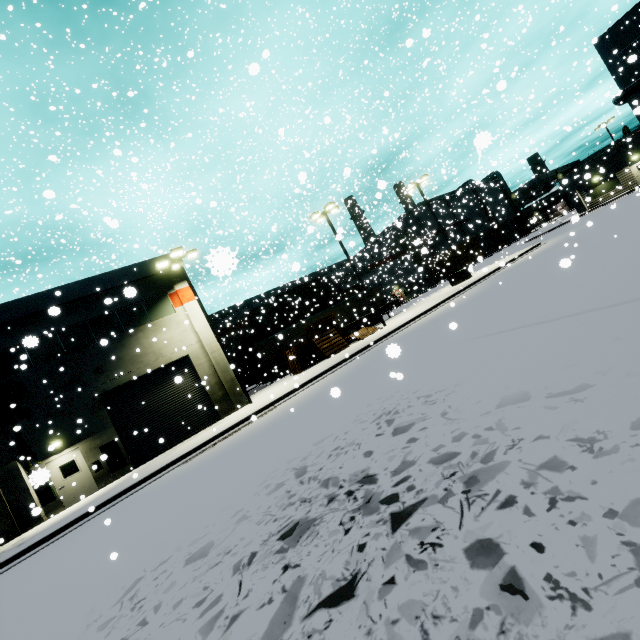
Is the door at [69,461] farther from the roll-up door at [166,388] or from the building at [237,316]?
the roll-up door at [166,388]

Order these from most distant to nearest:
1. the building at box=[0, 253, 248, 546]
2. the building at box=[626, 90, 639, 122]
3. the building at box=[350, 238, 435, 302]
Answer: the building at box=[350, 238, 435, 302], the building at box=[0, 253, 248, 546], the building at box=[626, 90, 639, 122]

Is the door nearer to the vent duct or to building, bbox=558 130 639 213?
building, bbox=558 130 639 213

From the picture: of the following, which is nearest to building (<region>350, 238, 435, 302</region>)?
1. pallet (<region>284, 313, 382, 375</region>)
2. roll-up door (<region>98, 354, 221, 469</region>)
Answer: roll-up door (<region>98, 354, 221, 469</region>)

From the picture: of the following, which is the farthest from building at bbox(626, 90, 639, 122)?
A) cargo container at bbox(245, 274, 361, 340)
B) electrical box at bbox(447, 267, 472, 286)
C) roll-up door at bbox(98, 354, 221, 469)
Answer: electrical box at bbox(447, 267, 472, 286)

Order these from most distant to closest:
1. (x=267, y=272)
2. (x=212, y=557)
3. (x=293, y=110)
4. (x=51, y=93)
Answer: (x=293, y=110), (x=51, y=93), (x=267, y=272), (x=212, y=557)

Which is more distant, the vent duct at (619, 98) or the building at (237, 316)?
the building at (237, 316)

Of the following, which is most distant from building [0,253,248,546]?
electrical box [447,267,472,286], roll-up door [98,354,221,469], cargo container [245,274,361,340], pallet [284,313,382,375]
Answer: electrical box [447,267,472,286]
